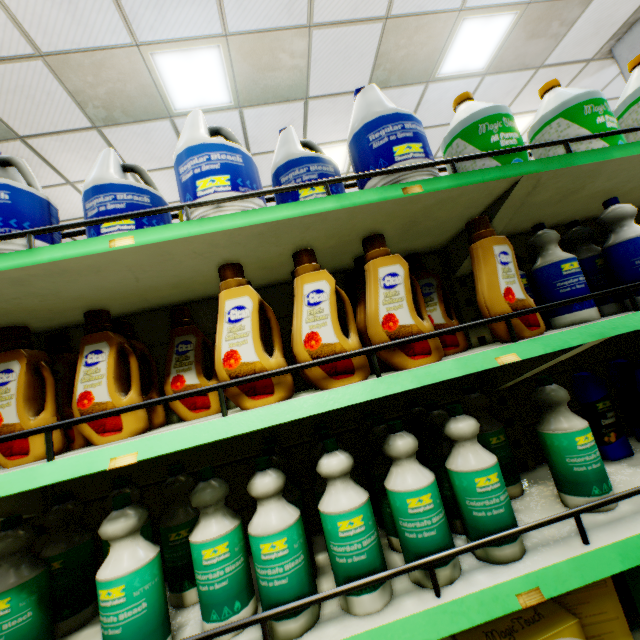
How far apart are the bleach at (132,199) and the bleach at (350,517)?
0.76m

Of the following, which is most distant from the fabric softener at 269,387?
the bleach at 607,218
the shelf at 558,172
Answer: the bleach at 607,218

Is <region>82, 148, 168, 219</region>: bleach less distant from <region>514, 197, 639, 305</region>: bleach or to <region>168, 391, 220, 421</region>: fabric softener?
<region>168, 391, 220, 421</region>: fabric softener

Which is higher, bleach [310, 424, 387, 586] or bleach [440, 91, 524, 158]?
bleach [440, 91, 524, 158]

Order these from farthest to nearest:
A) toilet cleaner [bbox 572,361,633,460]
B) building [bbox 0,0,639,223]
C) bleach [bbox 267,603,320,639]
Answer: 1. building [bbox 0,0,639,223]
2. toilet cleaner [bbox 572,361,633,460]
3. bleach [bbox 267,603,320,639]

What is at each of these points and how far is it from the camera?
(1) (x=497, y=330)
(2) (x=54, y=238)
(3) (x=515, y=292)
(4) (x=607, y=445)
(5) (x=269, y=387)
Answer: (1) fabric softener, 1.1m
(2) bleach, 1.2m
(3) fabric softener, 1.1m
(4) toilet cleaner, 1.4m
(5) fabric softener, 1.0m

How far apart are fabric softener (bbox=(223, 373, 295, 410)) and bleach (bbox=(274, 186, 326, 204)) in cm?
15

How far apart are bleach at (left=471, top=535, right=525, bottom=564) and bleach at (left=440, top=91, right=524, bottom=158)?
0.92m
